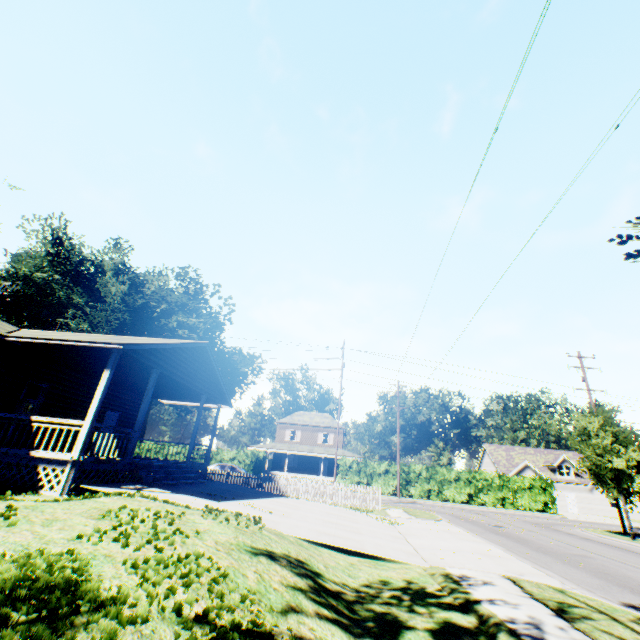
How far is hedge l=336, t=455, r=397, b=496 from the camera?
34.2 meters

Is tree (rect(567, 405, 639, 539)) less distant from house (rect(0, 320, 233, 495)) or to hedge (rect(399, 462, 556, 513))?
hedge (rect(399, 462, 556, 513))

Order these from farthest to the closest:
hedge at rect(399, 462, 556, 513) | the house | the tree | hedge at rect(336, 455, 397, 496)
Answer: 1. hedge at rect(336, 455, 397, 496)
2. hedge at rect(399, 462, 556, 513)
3. the tree
4. the house

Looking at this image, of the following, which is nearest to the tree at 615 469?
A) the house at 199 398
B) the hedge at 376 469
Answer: the hedge at 376 469

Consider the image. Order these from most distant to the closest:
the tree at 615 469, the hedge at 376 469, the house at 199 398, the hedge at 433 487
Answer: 1. the hedge at 376 469
2. the hedge at 433 487
3. the tree at 615 469
4. the house at 199 398

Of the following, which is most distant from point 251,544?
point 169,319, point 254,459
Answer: point 169,319
